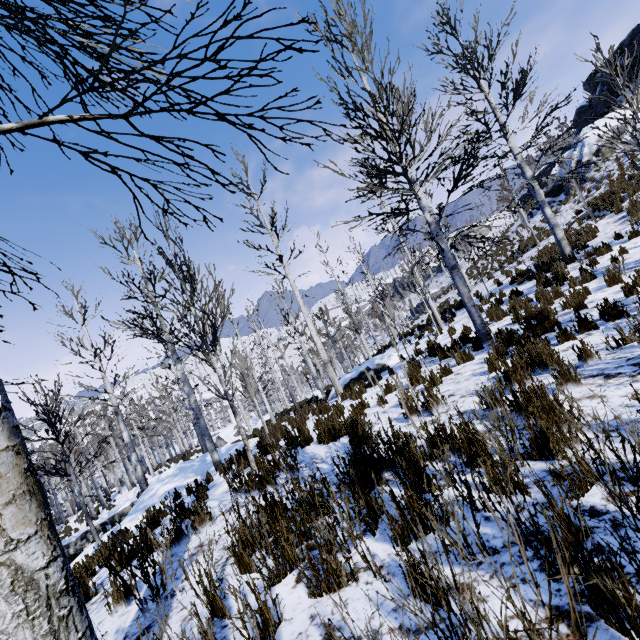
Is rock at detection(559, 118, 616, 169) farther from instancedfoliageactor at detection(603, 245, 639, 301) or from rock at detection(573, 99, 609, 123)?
instancedfoliageactor at detection(603, 245, 639, 301)

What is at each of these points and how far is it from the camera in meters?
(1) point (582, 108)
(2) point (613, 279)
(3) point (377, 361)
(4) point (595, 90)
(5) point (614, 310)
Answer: (1) rock, 30.2 m
(2) instancedfoliageactor, 7.2 m
(3) rock, 13.2 m
(4) rock, 27.7 m
(5) instancedfoliageactor, 4.9 m

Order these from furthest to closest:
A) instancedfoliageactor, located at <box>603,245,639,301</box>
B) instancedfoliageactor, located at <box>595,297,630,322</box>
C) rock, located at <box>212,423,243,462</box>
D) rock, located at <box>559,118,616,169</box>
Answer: rock, located at <box>559,118,616,169</box>, rock, located at <box>212,423,243,462</box>, instancedfoliageactor, located at <box>603,245,639,301</box>, instancedfoliageactor, located at <box>595,297,630,322</box>

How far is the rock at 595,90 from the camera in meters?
25.9

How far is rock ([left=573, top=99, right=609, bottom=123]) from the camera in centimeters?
2720cm

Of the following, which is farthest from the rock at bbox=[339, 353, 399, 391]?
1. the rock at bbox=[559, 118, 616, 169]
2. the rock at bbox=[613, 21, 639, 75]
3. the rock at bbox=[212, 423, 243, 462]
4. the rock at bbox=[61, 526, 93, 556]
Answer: the rock at bbox=[613, 21, 639, 75]

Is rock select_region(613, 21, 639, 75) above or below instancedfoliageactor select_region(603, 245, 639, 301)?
above

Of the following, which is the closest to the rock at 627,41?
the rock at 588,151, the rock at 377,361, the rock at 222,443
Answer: the rock at 588,151
